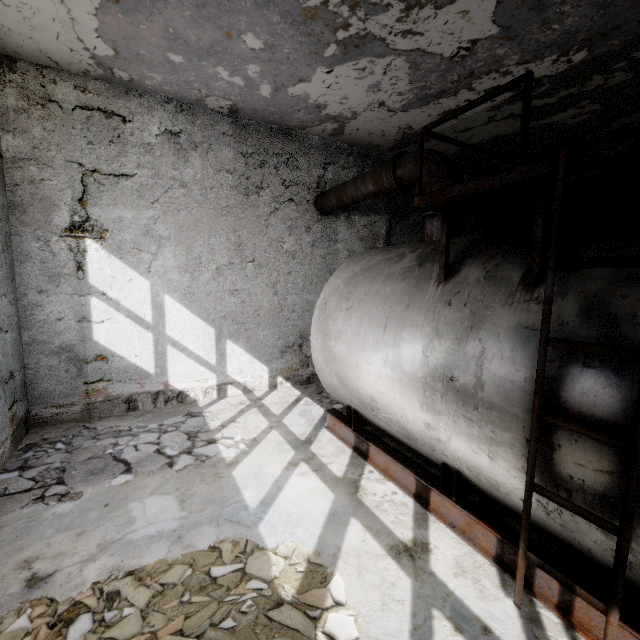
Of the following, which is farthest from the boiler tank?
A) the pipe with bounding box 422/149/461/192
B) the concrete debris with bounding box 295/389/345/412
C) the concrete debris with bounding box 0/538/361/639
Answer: the pipe with bounding box 422/149/461/192

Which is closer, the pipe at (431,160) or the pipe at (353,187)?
the pipe at (431,160)

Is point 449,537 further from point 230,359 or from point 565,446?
point 230,359

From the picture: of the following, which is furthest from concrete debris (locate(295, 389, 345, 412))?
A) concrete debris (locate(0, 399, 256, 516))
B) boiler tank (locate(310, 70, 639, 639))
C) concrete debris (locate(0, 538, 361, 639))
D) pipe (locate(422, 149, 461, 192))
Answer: pipe (locate(422, 149, 461, 192))

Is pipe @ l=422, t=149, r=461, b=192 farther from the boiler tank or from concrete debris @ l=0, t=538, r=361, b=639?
concrete debris @ l=0, t=538, r=361, b=639

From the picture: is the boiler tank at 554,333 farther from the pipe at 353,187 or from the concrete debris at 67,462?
the pipe at 353,187

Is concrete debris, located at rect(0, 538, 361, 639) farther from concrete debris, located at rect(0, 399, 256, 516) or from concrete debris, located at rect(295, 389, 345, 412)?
concrete debris, located at rect(295, 389, 345, 412)

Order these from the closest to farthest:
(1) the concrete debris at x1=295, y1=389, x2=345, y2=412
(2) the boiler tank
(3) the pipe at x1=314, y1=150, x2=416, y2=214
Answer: (2) the boiler tank < (3) the pipe at x1=314, y1=150, x2=416, y2=214 < (1) the concrete debris at x1=295, y1=389, x2=345, y2=412
